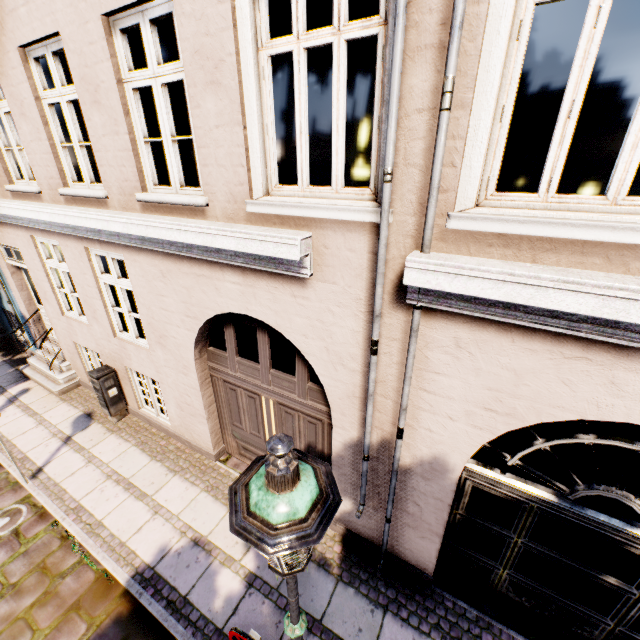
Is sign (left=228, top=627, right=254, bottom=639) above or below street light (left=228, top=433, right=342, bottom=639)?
below

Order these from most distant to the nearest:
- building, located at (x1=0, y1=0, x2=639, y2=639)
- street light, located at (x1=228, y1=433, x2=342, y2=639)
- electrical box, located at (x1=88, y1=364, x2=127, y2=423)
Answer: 1. electrical box, located at (x1=88, y1=364, x2=127, y2=423)
2. building, located at (x1=0, y1=0, x2=639, y2=639)
3. street light, located at (x1=228, y1=433, x2=342, y2=639)

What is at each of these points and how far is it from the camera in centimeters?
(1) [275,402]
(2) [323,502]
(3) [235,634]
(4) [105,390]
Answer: (1) building, 485cm
(2) street light, 149cm
(3) sign, 246cm
(4) electrical box, 664cm

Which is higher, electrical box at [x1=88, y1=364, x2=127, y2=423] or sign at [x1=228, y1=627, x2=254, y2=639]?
sign at [x1=228, y1=627, x2=254, y2=639]

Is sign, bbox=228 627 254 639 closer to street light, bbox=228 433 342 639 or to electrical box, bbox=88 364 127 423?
street light, bbox=228 433 342 639

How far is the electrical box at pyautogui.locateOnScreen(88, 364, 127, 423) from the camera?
6.5 meters

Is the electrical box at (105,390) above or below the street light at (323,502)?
below

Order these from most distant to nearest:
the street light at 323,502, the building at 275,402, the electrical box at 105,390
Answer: the electrical box at 105,390 < the building at 275,402 < the street light at 323,502
